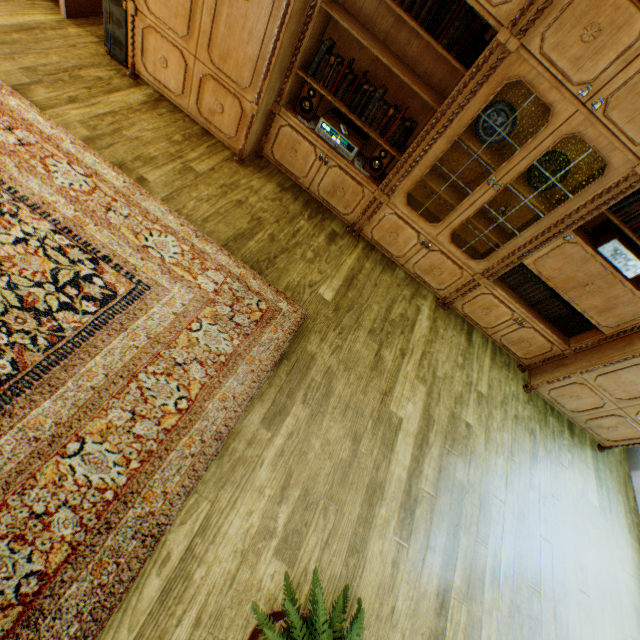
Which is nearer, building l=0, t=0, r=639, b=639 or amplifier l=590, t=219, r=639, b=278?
building l=0, t=0, r=639, b=639

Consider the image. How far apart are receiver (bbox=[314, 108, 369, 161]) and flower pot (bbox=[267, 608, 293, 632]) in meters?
3.4 m

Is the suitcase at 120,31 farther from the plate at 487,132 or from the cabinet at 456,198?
the plate at 487,132

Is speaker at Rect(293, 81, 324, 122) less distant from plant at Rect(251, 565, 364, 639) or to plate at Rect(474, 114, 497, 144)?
plate at Rect(474, 114, 497, 144)

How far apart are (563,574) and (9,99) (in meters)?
6.04

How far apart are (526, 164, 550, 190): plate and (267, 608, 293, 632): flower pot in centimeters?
351cm

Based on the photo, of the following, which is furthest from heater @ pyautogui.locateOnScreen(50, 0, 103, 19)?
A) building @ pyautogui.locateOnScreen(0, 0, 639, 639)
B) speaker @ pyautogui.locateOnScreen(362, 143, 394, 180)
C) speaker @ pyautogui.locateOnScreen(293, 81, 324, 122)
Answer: Result: speaker @ pyautogui.locateOnScreen(362, 143, 394, 180)

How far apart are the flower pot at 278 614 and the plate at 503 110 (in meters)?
3.55
